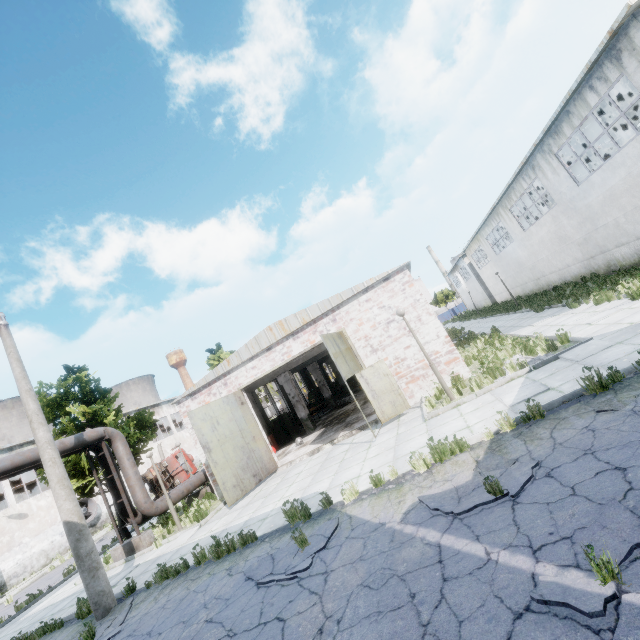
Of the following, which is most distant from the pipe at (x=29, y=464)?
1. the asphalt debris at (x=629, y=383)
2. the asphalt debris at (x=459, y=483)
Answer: the asphalt debris at (x=629, y=383)

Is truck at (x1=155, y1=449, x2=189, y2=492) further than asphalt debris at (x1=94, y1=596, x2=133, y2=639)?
Yes

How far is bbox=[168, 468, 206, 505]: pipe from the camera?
15.1 meters

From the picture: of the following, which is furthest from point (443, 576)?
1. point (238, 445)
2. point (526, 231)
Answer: point (526, 231)

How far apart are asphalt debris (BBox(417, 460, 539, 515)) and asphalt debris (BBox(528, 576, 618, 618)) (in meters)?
1.00

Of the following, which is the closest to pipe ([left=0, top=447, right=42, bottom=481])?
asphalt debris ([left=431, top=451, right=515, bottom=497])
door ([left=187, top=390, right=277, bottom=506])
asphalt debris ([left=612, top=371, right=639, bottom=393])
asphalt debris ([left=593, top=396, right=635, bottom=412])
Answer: door ([left=187, top=390, right=277, bottom=506])

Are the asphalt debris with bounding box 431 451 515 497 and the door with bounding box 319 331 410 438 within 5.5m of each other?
yes

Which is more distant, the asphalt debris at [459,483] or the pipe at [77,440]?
the pipe at [77,440]
